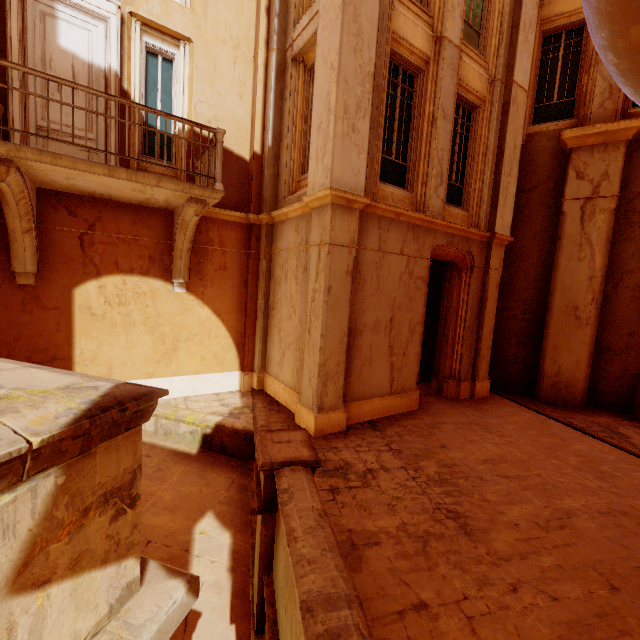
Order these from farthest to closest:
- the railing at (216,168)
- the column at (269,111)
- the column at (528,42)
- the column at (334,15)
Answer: the column at (528,42), the column at (269,111), the column at (334,15), the railing at (216,168)

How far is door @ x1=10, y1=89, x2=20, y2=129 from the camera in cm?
562

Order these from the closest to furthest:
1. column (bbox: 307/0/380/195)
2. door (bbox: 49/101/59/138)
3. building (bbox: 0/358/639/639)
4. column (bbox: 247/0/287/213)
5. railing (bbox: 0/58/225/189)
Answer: building (bbox: 0/358/639/639)
railing (bbox: 0/58/225/189)
column (bbox: 307/0/380/195)
door (bbox: 49/101/59/138)
column (bbox: 247/0/287/213)

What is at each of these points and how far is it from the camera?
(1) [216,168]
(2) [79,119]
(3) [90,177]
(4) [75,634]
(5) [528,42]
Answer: (1) railing, 6.04m
(2) door, 6.25m
(3) balcony, 5.24m
(4) building, 1.10m
(5) column, 8.41m

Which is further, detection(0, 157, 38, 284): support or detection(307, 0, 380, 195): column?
detection(307, 0, 380, 195): column

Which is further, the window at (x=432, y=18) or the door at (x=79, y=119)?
the window at (x=432, y=18)

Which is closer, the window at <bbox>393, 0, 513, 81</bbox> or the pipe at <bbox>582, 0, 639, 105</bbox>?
the pipe at <bbox>582, 0, 639, 105</bbox>
